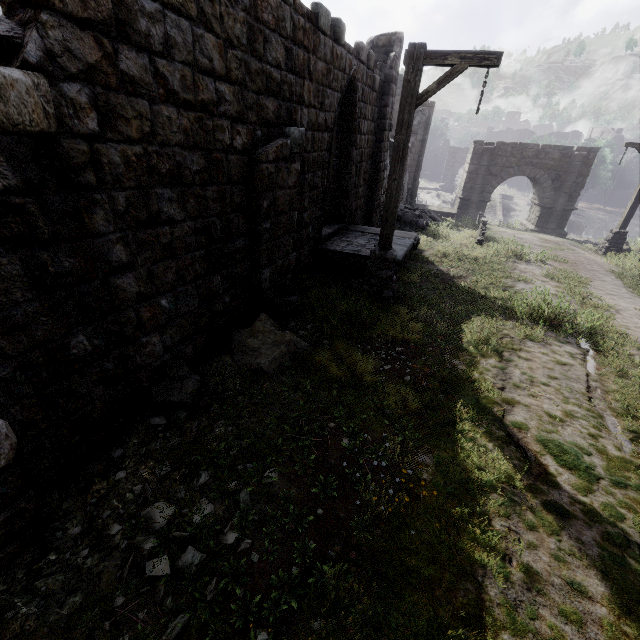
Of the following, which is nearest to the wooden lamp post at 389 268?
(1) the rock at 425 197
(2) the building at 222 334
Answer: (2) the building at 222 334

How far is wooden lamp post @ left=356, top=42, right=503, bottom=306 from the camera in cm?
533

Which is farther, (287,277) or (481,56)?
(287,277)

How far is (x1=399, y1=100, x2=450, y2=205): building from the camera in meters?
21.8 m

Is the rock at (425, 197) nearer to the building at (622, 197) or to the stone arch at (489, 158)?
the stone arch at (489, 158)

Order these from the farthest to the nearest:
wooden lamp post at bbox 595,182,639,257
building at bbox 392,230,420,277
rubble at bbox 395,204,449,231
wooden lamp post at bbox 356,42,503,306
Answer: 1. rubble at bbox 395,204,449,231
2. wooden lamp post at bbox 595,182,639,257
3. building at bbox 392,230,420,277
4. wooden lamp post at bbox 356,42,503,306

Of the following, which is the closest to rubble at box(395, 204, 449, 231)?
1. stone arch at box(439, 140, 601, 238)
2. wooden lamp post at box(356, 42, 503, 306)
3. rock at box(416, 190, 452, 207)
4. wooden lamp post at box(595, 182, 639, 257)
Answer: stone arch at box(439, 140, 601, 238)

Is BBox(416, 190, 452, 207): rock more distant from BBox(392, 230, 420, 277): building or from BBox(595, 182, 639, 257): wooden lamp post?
BBox(595, 182, 639, 257): wooden lamp post
